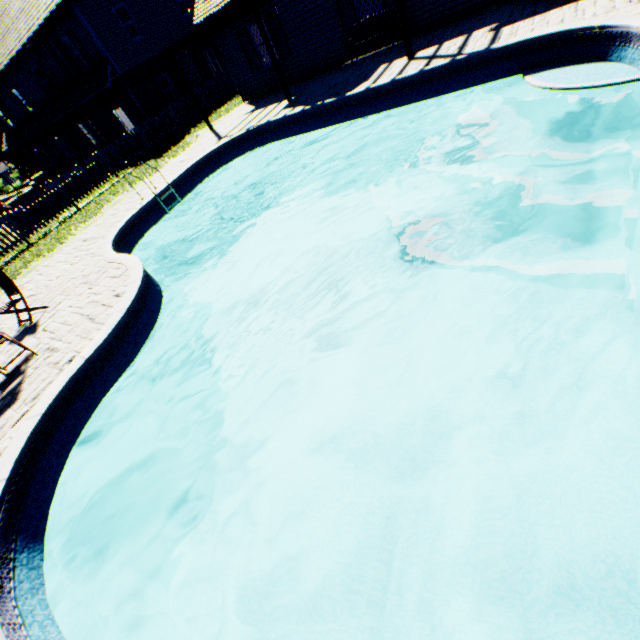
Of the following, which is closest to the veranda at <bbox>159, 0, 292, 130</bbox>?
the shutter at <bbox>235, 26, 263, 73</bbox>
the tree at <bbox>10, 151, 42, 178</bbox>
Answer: the shutter at <bbox>235, 26, 263, 73</bbox>

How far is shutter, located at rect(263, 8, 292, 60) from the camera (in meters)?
→ 13.34

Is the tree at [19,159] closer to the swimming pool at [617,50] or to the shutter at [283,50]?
the swimming pool at [617,50]

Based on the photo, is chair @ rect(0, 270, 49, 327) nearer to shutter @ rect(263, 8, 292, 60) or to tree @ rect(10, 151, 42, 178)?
tree @ rect(10, 151, 42, 178)

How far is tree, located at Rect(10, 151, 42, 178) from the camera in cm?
3419

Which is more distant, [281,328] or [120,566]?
[281,328]

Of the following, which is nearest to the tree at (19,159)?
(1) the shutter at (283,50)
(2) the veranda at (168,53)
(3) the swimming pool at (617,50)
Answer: (3) the swimming pool at (617,50)

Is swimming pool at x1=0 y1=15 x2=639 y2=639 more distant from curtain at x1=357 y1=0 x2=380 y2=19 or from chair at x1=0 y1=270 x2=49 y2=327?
curtain at x1=357 y1=0 x2=380 y2=19
